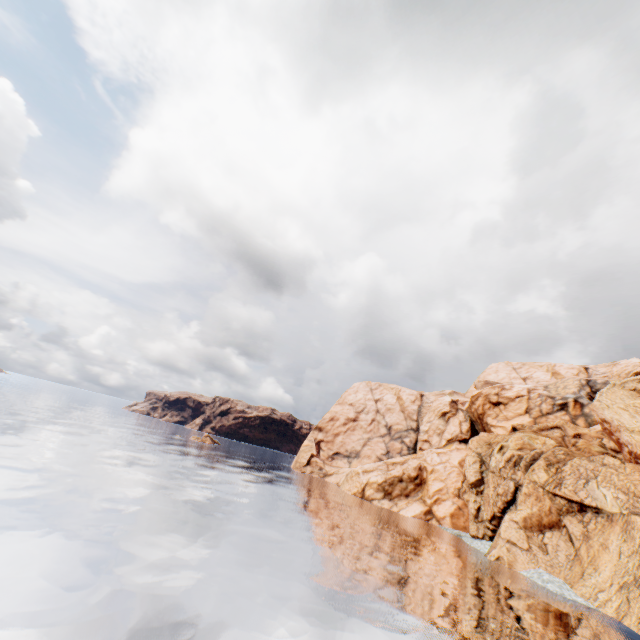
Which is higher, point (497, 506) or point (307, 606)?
point (497, 506)
